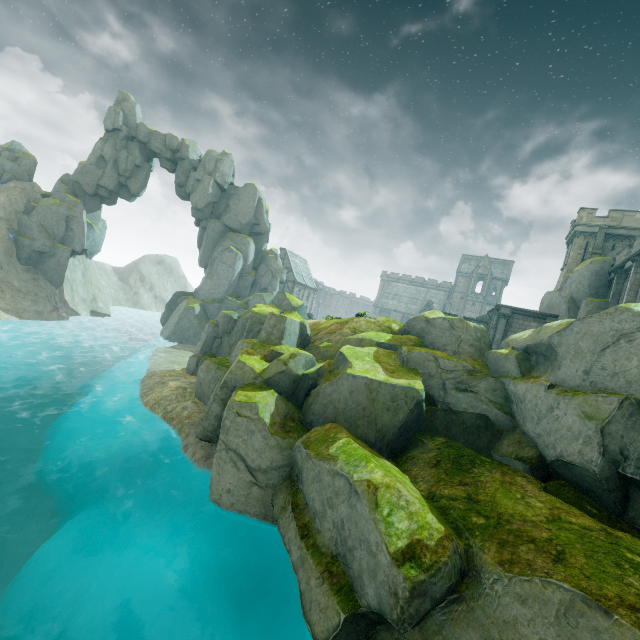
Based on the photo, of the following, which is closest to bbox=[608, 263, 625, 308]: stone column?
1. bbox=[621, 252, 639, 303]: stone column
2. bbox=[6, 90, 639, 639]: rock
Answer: bbox=[621, 252, 639, 303]: stone column

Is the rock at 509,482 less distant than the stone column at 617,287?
Yes

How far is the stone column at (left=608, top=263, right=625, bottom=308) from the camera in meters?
22.3 m

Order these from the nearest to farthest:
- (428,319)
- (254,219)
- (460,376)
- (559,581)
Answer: (559,581) < (460,376) < (428,319) < (254,219)

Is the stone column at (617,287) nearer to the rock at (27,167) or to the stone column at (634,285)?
→ the stone column at (634,285)

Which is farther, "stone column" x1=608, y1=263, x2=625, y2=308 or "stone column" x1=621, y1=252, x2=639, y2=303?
"stone column" x1=608, y1=263, x2=625, y2=308

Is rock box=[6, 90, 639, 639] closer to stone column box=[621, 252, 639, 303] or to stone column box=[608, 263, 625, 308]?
stone column box=[621, 252, 639, 303]

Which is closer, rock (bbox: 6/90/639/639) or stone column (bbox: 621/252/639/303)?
rock (bbox: 6/90/639/639)
